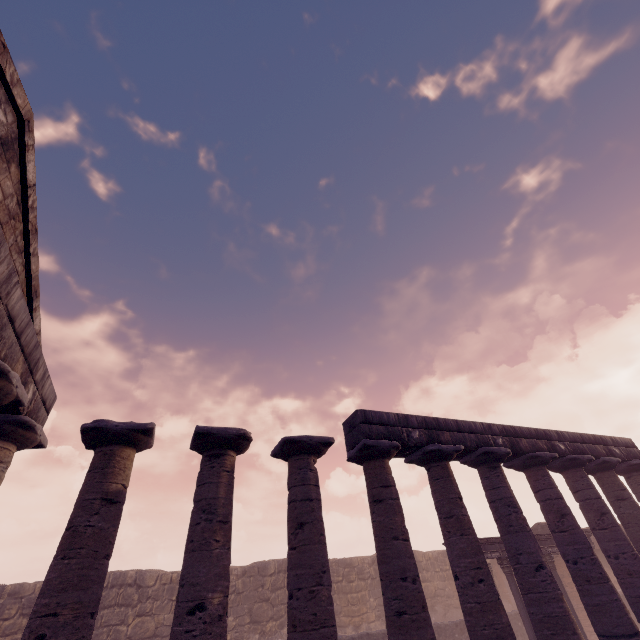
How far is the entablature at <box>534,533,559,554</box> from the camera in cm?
1441

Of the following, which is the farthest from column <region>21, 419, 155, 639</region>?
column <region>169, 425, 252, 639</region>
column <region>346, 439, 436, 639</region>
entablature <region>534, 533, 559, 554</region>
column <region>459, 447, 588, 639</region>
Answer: entablature <region>534, 533, 559, 554</region>

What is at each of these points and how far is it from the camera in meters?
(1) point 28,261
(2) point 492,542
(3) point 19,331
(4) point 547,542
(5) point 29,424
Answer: (1) pediment, 6.1 m
(2) entablature, 13.5 m
(3) entablature, 5.5 m
(4) entablature, 14.7 m
(5) column, 6.4 m

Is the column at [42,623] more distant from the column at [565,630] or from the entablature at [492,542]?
the entablature at [492,542]

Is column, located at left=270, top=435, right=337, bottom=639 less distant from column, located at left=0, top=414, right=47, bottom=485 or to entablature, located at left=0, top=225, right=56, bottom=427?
entablature, located at left=0, top=225, right=56, bottom=427

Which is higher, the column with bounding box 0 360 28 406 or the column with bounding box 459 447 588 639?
the column with bounding box 0 360 28 406

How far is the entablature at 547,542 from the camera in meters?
14.4
